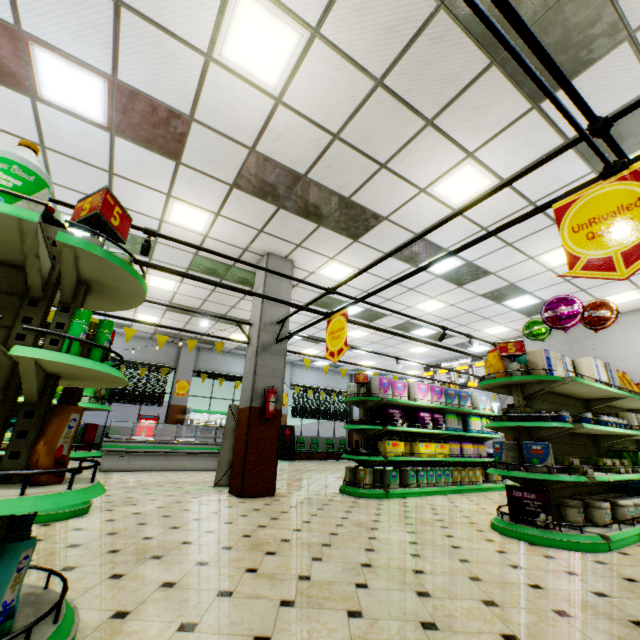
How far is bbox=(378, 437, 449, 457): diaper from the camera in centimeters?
671cm

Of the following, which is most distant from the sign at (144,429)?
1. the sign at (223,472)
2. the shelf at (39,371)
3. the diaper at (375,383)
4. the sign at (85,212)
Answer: the sign at (85,212)

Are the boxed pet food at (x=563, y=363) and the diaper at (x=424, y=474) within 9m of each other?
yes

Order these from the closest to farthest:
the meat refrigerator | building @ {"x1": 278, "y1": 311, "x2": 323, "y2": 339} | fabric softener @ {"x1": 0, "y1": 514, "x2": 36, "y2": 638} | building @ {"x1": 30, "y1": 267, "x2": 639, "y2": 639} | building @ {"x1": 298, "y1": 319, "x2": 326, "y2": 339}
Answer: fabric softener @ {"x1": 0, "y1": 514, "x2": 36, "y2": 638} → building @ {"x1": 30, "y1": 267, "x2": 639, "y2": 639} → building @ {"x1": 278, "y1": 311, "x2": 323, "y2": 339} → the meat refrigerator → building @ {"x1": 298, "y1": 319, "x2": 326, "y2": 339}

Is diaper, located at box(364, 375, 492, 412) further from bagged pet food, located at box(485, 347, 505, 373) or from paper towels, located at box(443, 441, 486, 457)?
bagged pet food, located at box(485, 347, 505, 373)

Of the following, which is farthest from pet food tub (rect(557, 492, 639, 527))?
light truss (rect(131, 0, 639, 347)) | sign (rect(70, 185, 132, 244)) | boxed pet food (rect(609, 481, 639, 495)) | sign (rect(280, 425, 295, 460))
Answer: sign (rect(280, 425, 295, 460))

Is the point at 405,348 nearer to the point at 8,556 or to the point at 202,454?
the point at 202,454

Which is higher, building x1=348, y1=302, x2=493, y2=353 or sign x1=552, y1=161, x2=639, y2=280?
building x1=348, y1=302, x2=493, y2=353
